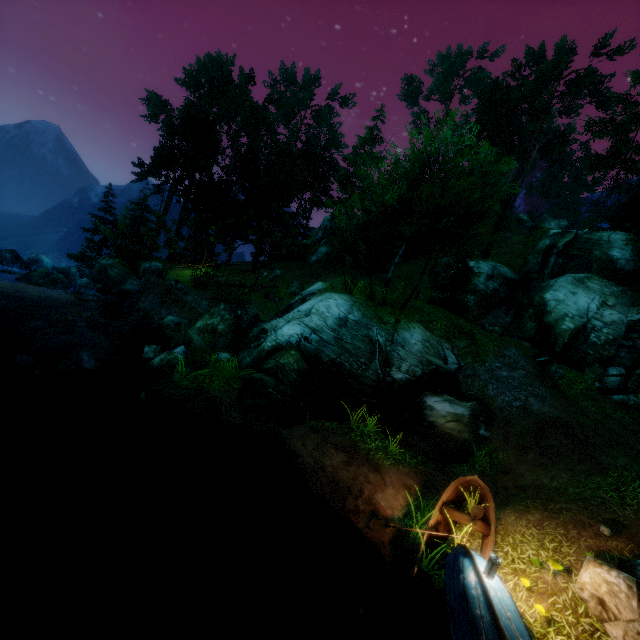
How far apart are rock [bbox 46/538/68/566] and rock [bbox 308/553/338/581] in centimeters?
533cm

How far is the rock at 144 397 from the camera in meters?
10.3 m

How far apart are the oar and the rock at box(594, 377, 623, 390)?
19.0 meters

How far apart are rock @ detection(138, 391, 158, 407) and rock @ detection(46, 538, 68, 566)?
3.79m

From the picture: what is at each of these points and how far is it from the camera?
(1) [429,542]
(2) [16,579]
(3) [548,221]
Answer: (1) boat, 7.9m
(2) rock, 6.3m
(3) rock, 58.8m

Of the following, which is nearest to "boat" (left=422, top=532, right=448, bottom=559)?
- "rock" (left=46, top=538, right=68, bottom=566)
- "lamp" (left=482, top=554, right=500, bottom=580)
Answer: "lamp" (left=482, top=554, right=500, bottom=580)

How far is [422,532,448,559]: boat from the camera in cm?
770

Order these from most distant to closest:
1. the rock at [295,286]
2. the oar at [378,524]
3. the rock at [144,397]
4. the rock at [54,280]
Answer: the rock at [295,286] → the rock at [54,280] → the rock at [144,397] → the oar at [378,524]
